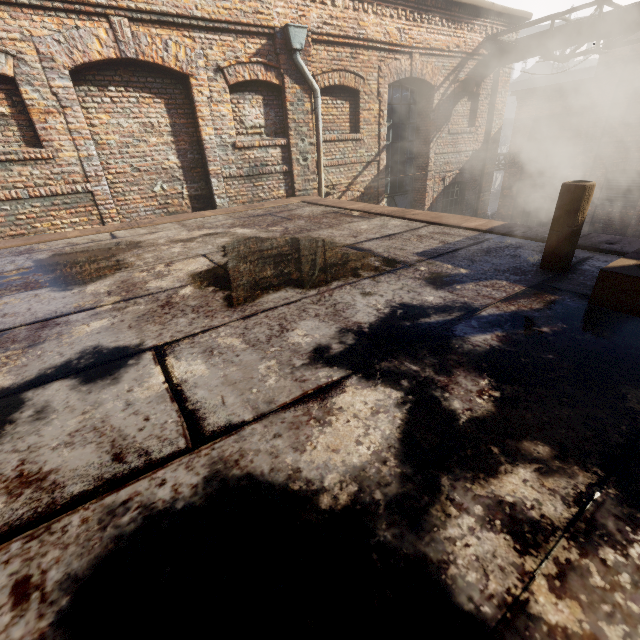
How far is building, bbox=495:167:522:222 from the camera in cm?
1573

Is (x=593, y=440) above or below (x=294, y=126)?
below

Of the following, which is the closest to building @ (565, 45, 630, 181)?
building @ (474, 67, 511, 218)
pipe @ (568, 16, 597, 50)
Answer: building @ (474, 67, 511, 218)

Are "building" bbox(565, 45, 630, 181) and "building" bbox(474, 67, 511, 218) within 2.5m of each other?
no

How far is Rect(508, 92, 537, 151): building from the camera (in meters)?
14.27

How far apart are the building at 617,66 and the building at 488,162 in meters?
4.3

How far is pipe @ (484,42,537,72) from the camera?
9.2m

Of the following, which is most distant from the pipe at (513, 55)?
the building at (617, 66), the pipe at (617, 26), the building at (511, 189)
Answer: the building at (511, 189)
